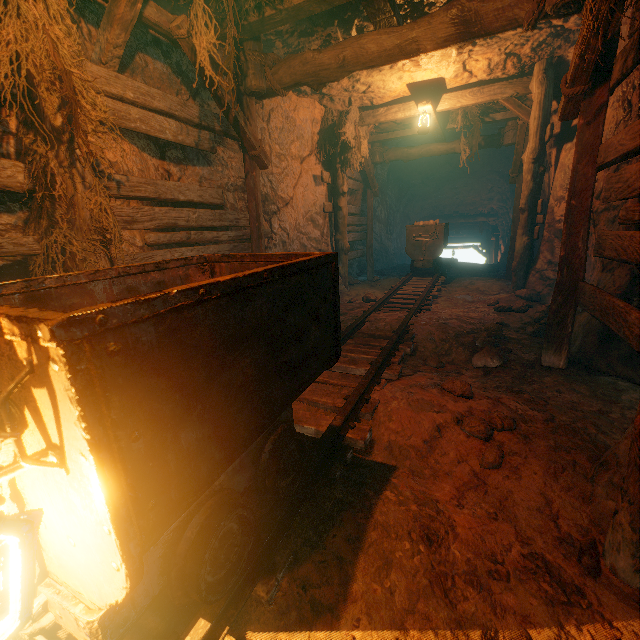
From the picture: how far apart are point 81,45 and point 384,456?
4.9 meters

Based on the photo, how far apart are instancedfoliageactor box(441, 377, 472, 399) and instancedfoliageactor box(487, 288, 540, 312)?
3.3m

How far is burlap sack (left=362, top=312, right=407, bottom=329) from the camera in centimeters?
504cm

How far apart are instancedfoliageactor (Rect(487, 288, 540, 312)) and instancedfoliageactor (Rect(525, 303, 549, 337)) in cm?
68

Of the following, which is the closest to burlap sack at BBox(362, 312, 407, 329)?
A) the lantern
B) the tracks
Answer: the tracks

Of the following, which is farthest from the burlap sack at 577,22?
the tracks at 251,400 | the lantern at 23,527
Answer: the lantern at 23,527

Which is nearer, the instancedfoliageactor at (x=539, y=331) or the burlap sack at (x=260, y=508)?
the burlap sack at (x=260, y=508)

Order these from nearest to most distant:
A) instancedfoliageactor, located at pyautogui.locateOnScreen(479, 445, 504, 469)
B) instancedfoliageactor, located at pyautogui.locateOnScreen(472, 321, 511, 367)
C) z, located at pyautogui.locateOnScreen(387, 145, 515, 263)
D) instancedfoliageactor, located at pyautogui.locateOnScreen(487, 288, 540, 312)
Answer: instancedfoliageactor, located at pyautogui.locateOnScreen(479, 445, 504, 469), instancedfoliageactor, located at pyautogui.locateOnScreen(472, 321, 511, 367), instancedfoliageactor, located at pyautogui.locateOnScreen(487, 288, 540, 312), z, located at pyautogui.locateOnScreen(387, 145, 515, 263)
